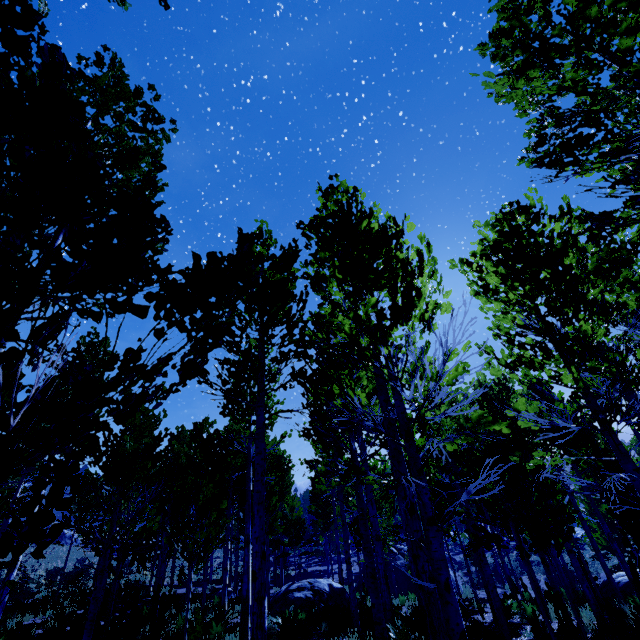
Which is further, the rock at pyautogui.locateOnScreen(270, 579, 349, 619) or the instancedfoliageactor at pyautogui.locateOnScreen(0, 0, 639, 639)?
the rock at pyautogui.locateOnScreen(270, 579, 349, 619)

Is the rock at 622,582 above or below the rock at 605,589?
above

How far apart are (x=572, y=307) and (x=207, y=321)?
4.8 meters

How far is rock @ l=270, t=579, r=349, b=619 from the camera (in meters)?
14.07

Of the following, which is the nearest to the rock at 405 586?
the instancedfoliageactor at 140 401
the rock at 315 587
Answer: the instancedfoliageactor at 140 401

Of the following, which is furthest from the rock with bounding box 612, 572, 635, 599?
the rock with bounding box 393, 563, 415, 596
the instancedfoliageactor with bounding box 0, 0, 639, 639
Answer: the rock with bounding box 393, 563, 415, 596

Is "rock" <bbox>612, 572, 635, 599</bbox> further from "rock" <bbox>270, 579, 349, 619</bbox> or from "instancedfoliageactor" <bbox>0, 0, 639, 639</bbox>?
"rock" <bbox>270, 579, 349, 619</bbox>

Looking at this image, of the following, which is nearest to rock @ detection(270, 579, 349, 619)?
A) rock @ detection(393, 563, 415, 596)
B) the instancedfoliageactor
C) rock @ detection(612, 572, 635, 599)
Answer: the instancedfoliageactor
